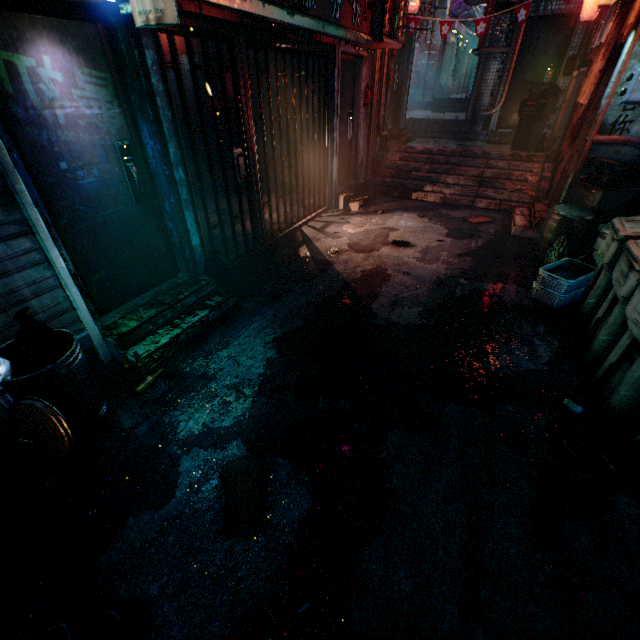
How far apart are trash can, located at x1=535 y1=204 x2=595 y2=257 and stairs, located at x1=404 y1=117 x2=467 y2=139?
5.19m

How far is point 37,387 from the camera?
1.9m

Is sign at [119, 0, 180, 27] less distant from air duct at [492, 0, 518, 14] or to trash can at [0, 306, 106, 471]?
trash can at [0, 306, 106, 471]

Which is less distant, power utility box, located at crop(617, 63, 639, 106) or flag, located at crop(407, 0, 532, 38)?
power utility box, located at crop(617, 63, 639, 106)

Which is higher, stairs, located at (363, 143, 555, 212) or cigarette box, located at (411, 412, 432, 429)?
stairs, located at (363, 143, 555, 212)

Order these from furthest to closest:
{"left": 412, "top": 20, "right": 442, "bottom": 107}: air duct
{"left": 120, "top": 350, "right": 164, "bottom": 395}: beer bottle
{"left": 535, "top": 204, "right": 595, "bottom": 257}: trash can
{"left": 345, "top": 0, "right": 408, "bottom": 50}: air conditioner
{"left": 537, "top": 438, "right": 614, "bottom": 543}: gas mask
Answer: {"left": 412, "top": 20, "right": 442, "bottom": 107}: air duct
{"left": 345, "top": 0, "right": 408, "bottom": 50}: air conditioner
{"left": 535, "top": 204, "right": 595, "bottom": 257}: trash can
{"left": 120, "top": 350, "right": 164, "bottom": 395}: beer bottle
{"left": 537, "top": 438, "right": 614, "bottom": 543}: gas mask

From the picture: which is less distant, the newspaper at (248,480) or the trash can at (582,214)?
the newspaper at (248,480)

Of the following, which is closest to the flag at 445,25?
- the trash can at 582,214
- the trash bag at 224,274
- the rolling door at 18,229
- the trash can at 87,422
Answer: the trash can at 582,214
